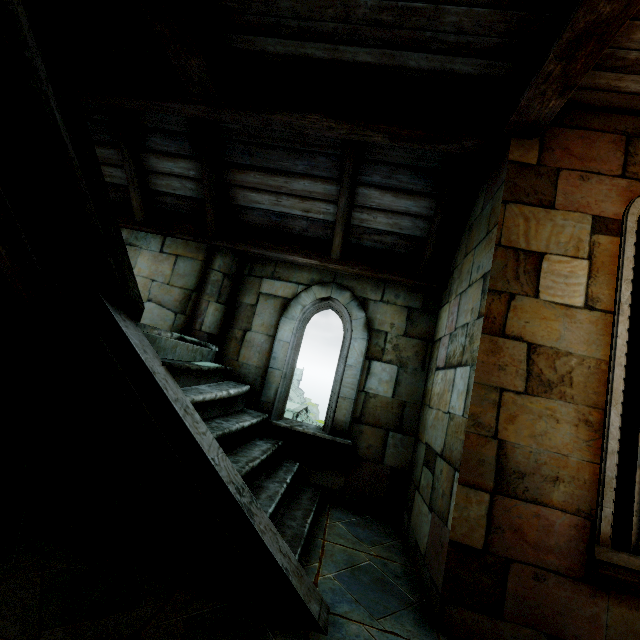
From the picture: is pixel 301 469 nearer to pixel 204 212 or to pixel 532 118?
pixel 204 212
